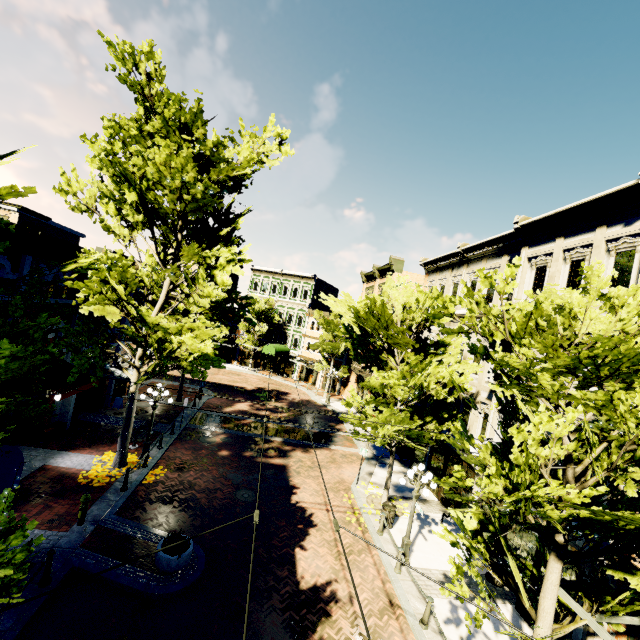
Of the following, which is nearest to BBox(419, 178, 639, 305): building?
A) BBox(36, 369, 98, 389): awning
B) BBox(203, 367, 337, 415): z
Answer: BBox(203, 367, 337, 415): z

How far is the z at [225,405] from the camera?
25.1m

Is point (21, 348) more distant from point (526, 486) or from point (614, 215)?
point (614, 215)

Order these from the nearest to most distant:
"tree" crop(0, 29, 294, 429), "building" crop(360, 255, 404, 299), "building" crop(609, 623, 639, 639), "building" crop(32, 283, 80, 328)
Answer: "tree" crop(0, 29, 294, 429)
"building" crop(609, 623, 639, 639)
"building" crop(32, 283, 80, 328)
"building" crop(360, 255, 404, 299)

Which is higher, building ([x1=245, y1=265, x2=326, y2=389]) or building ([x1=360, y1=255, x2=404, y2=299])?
building ([x1=360, y1=255, x2=404, y2=299])

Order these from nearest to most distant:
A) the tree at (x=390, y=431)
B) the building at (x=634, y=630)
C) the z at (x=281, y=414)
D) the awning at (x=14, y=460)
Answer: the awning at (x=14, y=460) < the building at (x=634, y=630) < the tree at (x=390, y=431) < the z at (x=281, y=414)

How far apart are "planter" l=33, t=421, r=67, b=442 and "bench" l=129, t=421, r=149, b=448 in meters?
3.2 m

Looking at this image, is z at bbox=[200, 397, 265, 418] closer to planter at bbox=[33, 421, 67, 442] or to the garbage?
planter at bbox=[33, 421, 67, 442]
